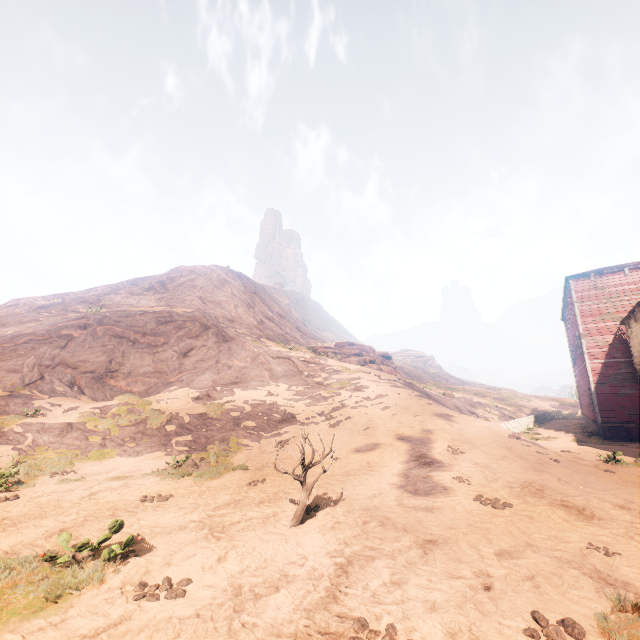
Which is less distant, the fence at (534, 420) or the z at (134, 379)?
the z at (134, 379)

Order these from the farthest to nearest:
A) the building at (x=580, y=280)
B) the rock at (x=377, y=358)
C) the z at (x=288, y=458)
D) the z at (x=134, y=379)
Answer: the rock at (x=377, y=358), the building at (x=580, y=280), the z at (x=288, y=458), the z at (x=134, y=379)

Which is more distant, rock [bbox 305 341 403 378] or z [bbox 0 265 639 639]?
rock [bbox 305 341 403 378]

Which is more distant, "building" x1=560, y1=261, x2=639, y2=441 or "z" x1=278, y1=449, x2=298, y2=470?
"building" x1=560, y1=261, x2=639, y2=441

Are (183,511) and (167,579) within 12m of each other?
yes

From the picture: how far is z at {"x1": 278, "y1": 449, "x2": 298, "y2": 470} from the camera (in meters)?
11.74

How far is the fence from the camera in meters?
23.4 m
